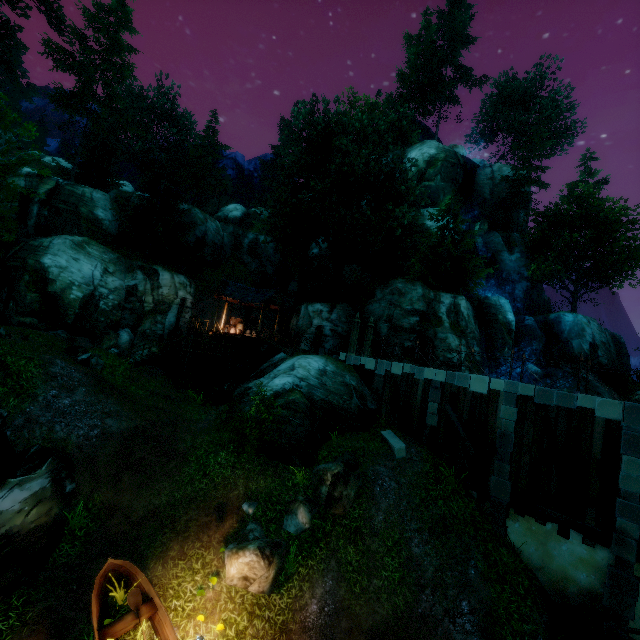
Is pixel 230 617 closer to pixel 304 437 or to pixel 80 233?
pixel 304 437

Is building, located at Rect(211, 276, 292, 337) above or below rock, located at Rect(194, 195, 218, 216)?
below

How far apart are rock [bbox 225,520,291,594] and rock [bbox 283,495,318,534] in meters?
0.4 m

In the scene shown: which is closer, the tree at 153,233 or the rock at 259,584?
the rock at 259,584

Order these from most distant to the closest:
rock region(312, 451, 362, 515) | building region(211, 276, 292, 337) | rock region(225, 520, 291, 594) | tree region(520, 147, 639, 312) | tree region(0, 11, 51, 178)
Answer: tree region(520, 147, 639, 312)
building region(211, 276, 292, 337)
rock region(312, 451, 362, 515)
tree region(0, 11, 51, 178)
rock region(225, 520, 291, 594)

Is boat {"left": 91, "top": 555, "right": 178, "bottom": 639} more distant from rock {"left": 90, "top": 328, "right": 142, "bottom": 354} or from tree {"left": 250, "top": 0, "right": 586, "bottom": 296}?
rock {"left": 90, "top": 328, "right": 142, "bottom": 354}

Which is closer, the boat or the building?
the boat

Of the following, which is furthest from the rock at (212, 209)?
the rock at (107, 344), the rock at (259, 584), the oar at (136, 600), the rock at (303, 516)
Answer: the oar at (136, 600)
